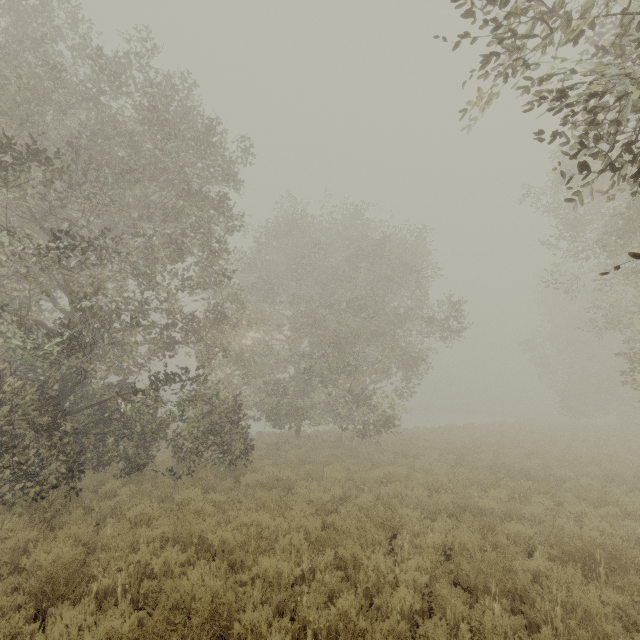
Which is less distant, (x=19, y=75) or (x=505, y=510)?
(x=19, y=75)
